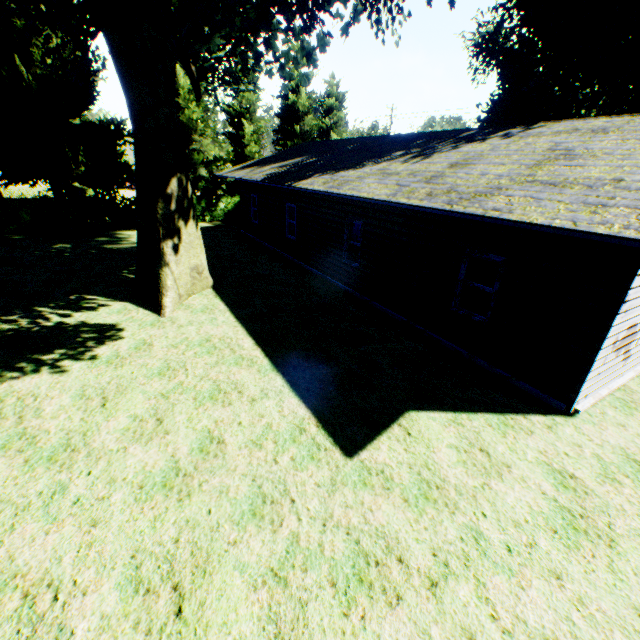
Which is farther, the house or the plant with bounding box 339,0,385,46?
the plant with bounding box 339,0,385,46

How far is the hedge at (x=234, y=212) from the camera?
24.2m

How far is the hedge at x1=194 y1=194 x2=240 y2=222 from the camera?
24.2m

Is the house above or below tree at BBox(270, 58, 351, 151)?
below

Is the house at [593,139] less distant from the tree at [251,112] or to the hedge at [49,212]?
the tree at [251,112]

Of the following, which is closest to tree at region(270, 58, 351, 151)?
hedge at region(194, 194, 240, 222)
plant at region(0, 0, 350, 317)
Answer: hedge at region(194, 194, 240, 222)

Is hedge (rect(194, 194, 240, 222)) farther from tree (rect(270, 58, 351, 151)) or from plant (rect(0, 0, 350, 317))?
plant (rect(0, 0, 350, 317))

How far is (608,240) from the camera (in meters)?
4.40
